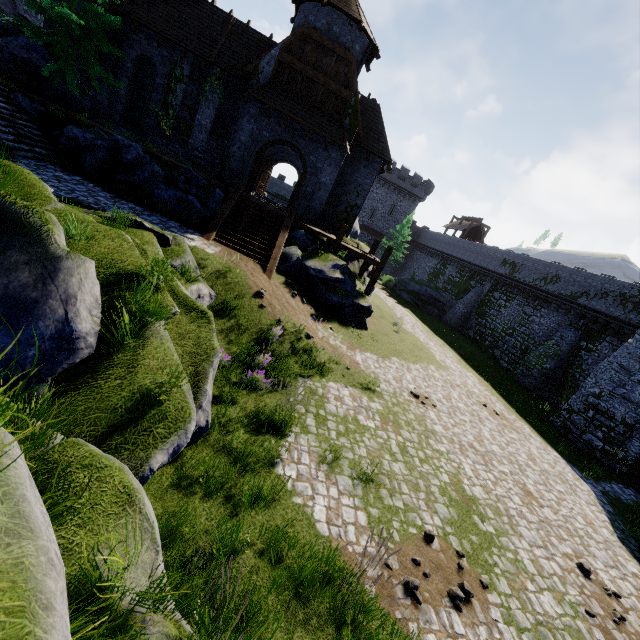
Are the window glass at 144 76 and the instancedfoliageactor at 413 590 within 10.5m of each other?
no

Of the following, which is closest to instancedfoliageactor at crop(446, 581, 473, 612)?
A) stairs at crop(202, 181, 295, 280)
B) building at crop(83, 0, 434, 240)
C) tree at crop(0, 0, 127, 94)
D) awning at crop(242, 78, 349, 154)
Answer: stairs at crop(202, 181, 295, 280)

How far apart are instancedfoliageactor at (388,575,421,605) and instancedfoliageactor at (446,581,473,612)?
0.64m

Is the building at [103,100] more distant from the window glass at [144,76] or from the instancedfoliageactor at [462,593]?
the instancedfoliageactor at [462,593]

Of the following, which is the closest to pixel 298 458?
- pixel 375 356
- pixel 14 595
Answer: pixel 14 595

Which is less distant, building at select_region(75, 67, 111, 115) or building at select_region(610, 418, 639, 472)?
building at select_region(610, 418, 639, 472)

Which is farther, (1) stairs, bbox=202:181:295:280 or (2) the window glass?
(2) the window glass

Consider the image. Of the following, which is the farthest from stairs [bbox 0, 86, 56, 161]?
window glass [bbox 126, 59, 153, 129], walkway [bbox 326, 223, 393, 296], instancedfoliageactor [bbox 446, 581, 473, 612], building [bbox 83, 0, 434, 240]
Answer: instancedfoliageactor [bbox 446, 581, 473, 612]
